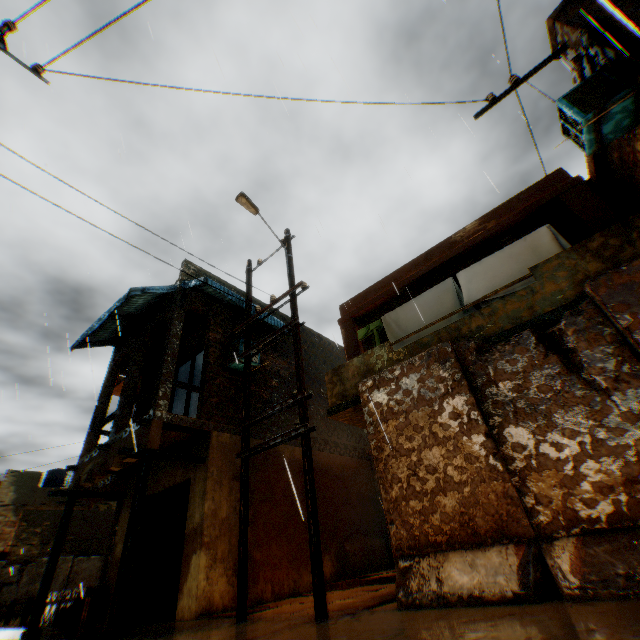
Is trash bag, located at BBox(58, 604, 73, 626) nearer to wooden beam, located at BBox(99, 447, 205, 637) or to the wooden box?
the wooden box

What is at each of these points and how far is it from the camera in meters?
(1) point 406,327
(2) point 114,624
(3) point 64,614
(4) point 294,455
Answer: (1) clothes, 8.1 m
(2) wooden beam, 5.7 m
(3) trash bag, 9.2 m
(4) building, 10.8 m

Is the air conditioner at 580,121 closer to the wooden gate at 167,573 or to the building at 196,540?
the building at 196,540

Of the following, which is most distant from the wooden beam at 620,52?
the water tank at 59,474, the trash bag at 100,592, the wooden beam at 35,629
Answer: the water tank at 59,474

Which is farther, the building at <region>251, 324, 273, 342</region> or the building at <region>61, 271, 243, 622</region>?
the building at <region>251, 324, 273, 342</region>

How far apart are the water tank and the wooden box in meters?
26.4 m

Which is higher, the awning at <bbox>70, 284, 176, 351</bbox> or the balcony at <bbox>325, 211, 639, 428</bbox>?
the awning at <bbox>70, 284, 176, 351</bbox>

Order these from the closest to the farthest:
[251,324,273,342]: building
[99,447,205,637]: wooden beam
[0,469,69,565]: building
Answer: [99,447,205,637]: wooden beam, [251,324,273,342]: building, [0,469,69,565]: building
